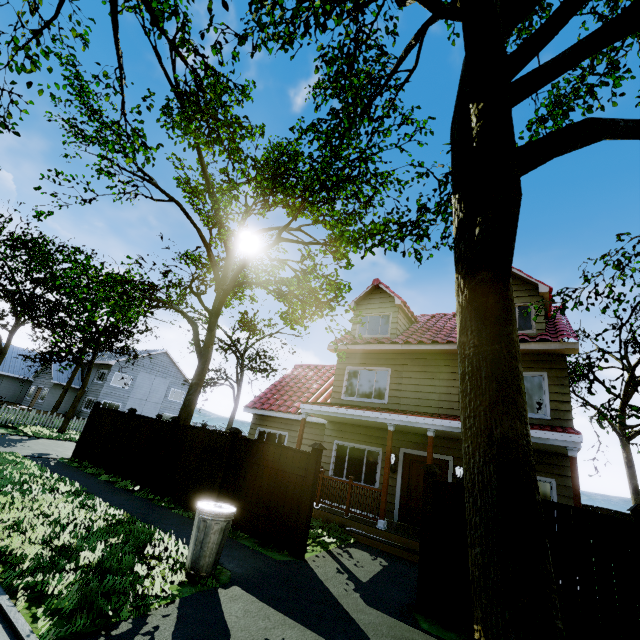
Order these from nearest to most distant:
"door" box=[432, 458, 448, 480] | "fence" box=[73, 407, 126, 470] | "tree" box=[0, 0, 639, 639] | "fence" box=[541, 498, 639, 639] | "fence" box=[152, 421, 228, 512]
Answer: "tree" box=[0, 0, 639, 639], "fence" box=[541, 498, 639, 639], "fence" box=[152, 421, 228, 512], "door" box=[432, 458, 448, 480], "fence" box=[73, 407, 126, 470]

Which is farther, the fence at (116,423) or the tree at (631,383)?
the fence at (116,423)

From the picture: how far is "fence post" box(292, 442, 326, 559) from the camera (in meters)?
6.67

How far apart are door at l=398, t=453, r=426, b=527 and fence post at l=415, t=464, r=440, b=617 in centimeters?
475cm

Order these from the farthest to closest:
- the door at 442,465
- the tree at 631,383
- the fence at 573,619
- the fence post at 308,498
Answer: the door at 442,465 → the tree at 631,383 → the fence post at 308,498 → the fence at 573,619

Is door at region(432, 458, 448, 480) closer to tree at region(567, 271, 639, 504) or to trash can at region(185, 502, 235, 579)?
tree at region(567, 271, 639, 504)

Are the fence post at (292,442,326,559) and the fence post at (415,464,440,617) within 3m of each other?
yes

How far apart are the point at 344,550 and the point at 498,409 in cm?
675
